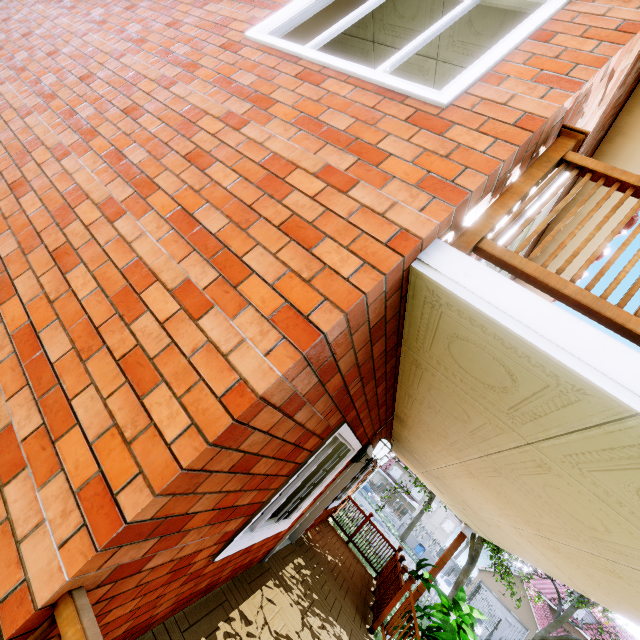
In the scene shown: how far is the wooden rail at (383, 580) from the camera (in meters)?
6.25

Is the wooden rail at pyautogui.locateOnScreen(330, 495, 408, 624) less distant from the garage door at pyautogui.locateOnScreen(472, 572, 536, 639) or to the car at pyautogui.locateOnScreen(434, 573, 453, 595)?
the car at pyautogui.locateOnScreen(434, 573, 453, 595)

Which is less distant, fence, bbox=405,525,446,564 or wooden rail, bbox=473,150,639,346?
wooden rail, bbox=473,150,639,346

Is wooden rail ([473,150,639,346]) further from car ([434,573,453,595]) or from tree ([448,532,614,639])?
car ([434,573,453,595])

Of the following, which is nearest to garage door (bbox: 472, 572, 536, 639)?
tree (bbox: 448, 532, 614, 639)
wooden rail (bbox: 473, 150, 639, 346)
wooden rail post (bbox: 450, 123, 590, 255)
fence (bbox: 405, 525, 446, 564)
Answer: tree (bbox: 448, 532, 614, 639)

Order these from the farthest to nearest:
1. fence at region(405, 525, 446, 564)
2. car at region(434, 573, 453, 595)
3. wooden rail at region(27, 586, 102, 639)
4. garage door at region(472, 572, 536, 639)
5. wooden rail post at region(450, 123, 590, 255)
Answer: fence at region(405, 525, 446, 564) → garage door at region(472, 572, 536, 639) → car at region(434, 573, 453, 595) → wooden rail post at region(450, 123, 590, 255) → wooden rail at region(27, 586, 102, 639)

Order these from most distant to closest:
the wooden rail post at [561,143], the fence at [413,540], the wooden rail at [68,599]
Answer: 1. the fence at [413,540]
2. the wooden rail post at [561,143]
3. the wooden rail at [68,599]

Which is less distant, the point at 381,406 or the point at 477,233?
the point at 477,233
